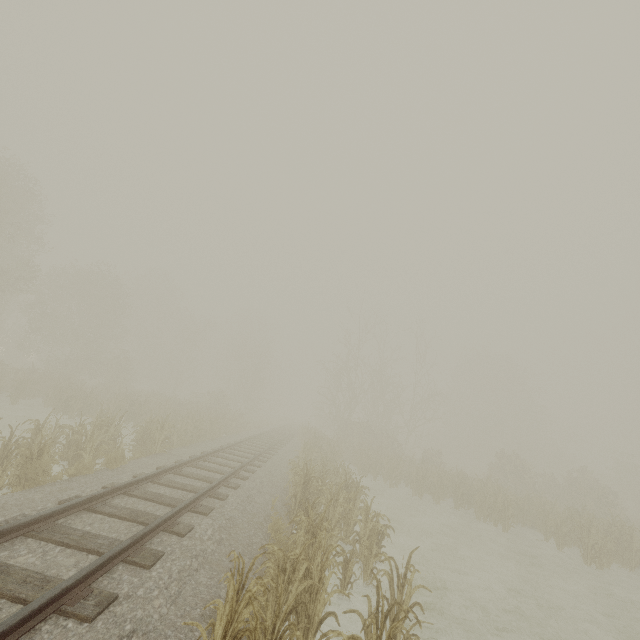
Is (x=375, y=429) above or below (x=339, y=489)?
above
